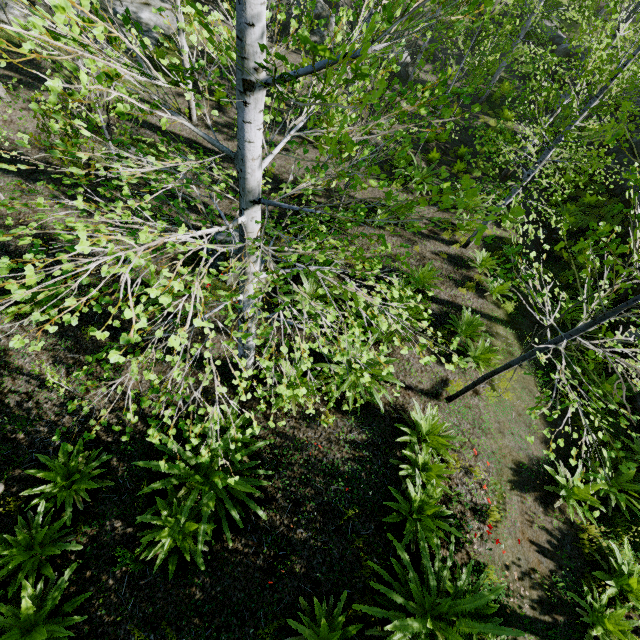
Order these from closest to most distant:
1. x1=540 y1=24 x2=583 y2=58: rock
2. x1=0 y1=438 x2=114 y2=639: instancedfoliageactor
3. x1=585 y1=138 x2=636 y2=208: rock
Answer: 1. x1=0 y1=438 x2=114 y2=639: instancedfoliageactor
2. x1=585 y1=138 x2=636 y2=208: rock
3. x1=540 y1=24 x2=583 y2=58: rock

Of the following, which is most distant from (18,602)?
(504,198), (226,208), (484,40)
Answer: (484,40)

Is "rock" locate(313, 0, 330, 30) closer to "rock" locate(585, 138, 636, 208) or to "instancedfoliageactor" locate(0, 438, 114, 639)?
"instancedfoliageactor" locate(0, 438, 114, 639)

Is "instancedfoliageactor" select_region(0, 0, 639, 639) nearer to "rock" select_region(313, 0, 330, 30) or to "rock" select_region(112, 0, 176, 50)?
"rock" select_region(313, 0, 330, 30)

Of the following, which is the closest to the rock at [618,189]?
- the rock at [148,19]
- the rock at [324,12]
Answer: the rock at [324,12]

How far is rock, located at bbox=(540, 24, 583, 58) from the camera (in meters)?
20.23

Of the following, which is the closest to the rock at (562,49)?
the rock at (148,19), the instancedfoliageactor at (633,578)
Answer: the instancedfoliageactor at (633,578)
